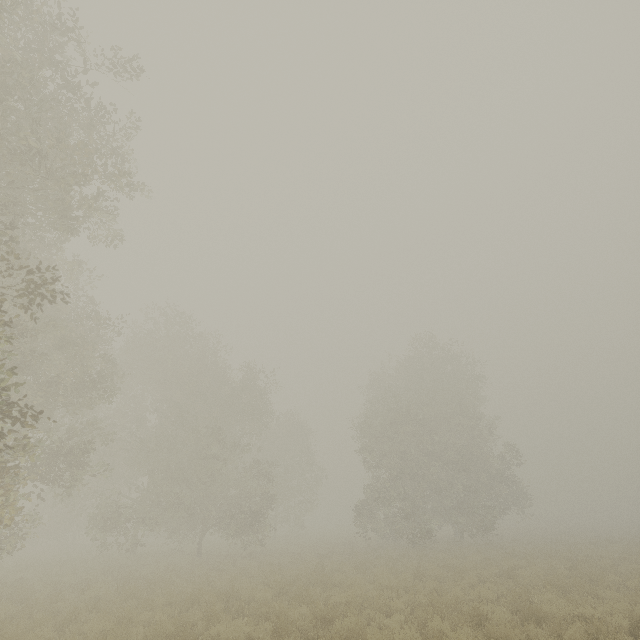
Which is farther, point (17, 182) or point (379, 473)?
point (379, 473)
